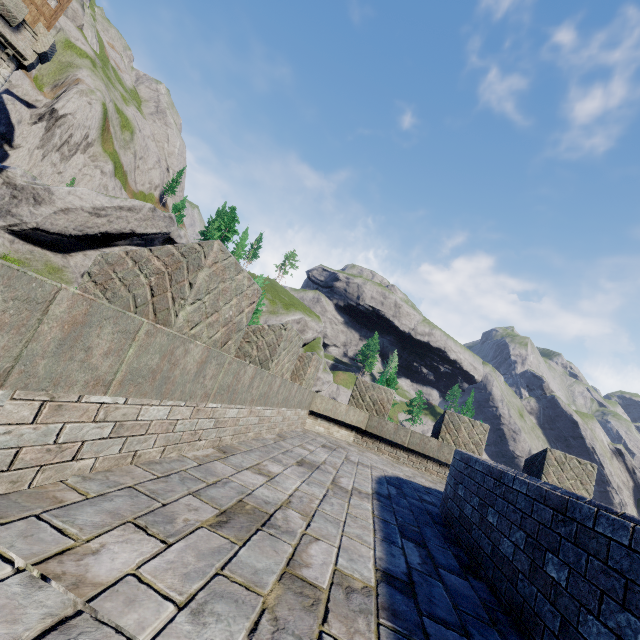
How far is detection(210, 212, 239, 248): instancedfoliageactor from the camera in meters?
56.5

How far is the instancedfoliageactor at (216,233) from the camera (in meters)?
56.50

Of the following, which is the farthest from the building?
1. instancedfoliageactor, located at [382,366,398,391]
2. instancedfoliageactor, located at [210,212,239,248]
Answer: instancedfoliageactor, located at [382,366,398,391]

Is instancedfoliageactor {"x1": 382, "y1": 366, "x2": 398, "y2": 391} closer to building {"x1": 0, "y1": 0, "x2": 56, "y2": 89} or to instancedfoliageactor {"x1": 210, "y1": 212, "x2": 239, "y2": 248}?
instancedfoliageactor {"x1": 210, "y1": 212, "x2": 239, "y2": 248}

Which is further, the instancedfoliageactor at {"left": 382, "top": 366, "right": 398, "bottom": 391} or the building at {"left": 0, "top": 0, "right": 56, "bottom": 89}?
the instancedfoliageactor at {"left": 382, "top": 366, "right": 398, "bottom": 391}

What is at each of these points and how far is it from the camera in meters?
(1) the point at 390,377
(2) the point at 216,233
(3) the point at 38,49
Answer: (1) instancedfoliageactor, 58.0
(2) instancedfoliageactor, 56.7
(3) building, 24.7

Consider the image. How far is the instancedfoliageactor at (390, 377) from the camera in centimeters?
5690cm
